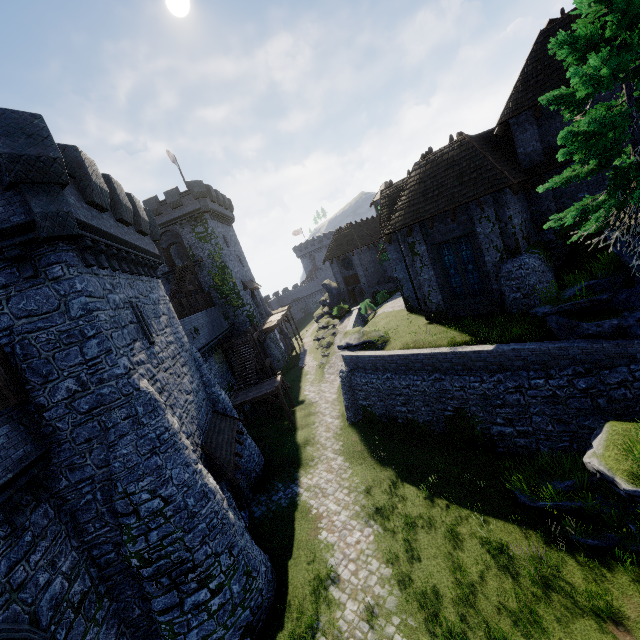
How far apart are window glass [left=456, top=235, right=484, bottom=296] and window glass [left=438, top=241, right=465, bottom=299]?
0.2 meters

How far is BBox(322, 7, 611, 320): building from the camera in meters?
14.8 m

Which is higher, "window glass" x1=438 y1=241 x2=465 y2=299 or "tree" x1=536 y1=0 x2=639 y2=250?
"tree" x1=536 y1=0 x2=639 y2=250

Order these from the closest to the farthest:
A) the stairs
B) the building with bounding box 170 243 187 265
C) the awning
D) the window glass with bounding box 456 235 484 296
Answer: the awning → the window glass with bounding box 456 235 484 296 → the stairs → the building with bounding box 170 243 187 265

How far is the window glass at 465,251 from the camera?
16.80m

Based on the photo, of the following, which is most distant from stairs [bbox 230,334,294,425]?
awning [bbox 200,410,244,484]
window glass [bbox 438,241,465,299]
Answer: window glass [bbox 438,241,465,299]

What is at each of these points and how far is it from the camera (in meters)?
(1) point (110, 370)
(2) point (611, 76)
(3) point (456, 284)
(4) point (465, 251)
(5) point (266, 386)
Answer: (1) building, 9.66
(2) tree, 8.24
(3) window glass, 17.94
(4) window glass, 16.95
(5) stairs, 24.44

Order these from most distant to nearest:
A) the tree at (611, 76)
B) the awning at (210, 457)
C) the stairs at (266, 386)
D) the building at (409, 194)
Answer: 1. the stairs at (266, 386)
2. the building at (409, 194)
3. the awning at (210, 457)
4. the tree at (611, 76)
